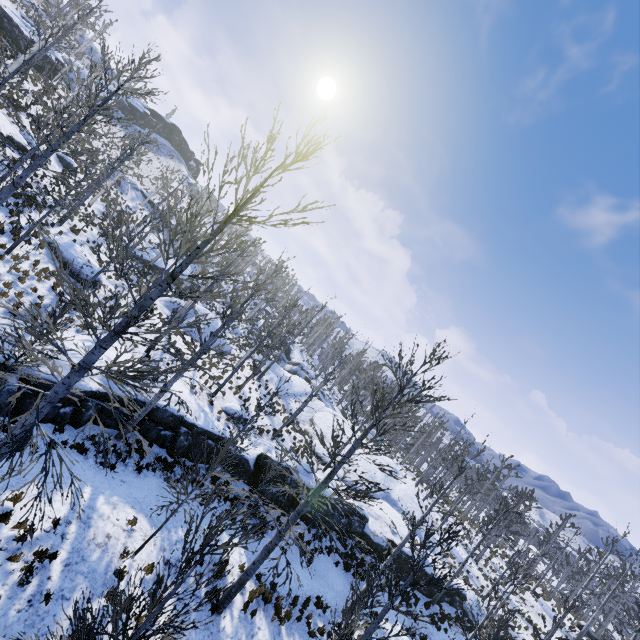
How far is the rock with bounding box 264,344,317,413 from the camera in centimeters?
3247cm

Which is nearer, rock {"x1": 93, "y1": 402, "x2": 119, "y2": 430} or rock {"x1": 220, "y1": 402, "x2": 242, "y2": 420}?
rock {"x1": 93, "y1": 402, "x2": 119, "y2": 430}

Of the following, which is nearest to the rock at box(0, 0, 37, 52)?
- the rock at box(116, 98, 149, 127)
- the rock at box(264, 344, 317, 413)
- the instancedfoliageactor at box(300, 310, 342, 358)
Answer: the rock at box(116, 98, 149, 127)

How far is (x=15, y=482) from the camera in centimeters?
930cm

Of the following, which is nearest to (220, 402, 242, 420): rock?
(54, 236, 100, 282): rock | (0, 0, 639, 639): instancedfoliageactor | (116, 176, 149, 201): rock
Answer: (0, 0, 639, 639): instancedfoliageactor

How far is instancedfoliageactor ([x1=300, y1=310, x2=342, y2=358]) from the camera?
56.2 meters

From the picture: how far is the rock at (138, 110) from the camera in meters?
55.6 m

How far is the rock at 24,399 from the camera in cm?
1098
